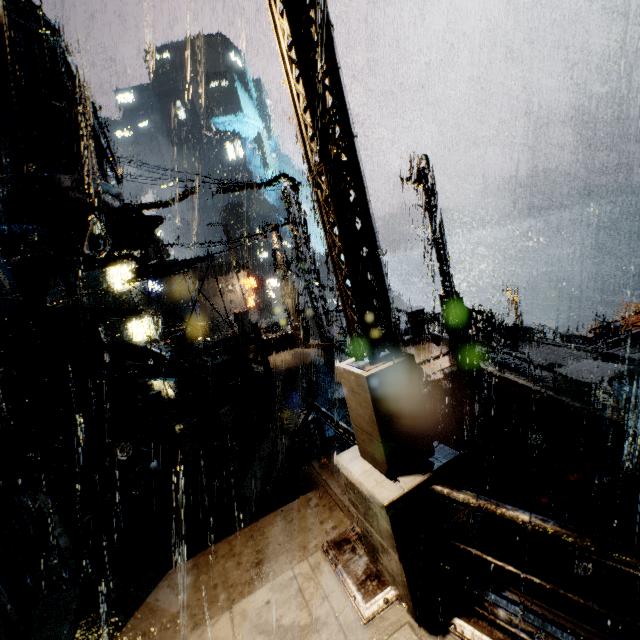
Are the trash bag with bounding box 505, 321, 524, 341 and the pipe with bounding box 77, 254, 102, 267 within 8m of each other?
no

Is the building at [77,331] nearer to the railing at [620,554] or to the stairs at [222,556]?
the stairs at [222,556]

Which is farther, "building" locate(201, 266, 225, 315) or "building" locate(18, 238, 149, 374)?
"building" locate(201, 266, 225, 315)

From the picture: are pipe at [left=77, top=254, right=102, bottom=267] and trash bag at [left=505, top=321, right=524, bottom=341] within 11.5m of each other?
no

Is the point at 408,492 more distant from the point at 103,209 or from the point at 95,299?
the point at 95,299

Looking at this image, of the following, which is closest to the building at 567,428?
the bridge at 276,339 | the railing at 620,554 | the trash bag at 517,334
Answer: the bridge at 276,339

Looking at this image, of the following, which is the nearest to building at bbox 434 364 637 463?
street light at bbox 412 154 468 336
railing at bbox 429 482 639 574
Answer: railing at bbox 429 482 639 574

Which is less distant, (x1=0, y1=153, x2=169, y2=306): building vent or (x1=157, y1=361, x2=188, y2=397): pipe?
(x1=0, y1=153, x2=169, y2=306): building vent
